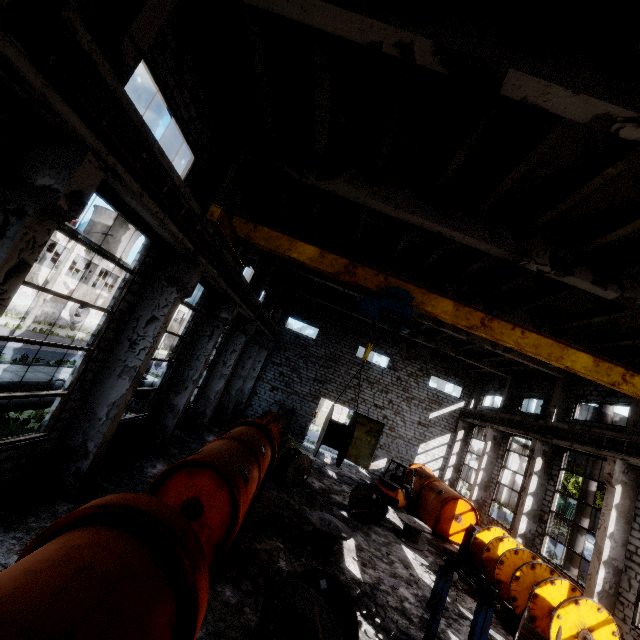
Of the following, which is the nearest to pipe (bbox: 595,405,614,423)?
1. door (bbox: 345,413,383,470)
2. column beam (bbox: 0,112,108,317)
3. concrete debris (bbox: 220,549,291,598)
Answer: door (bbox: 345,413,383,470)

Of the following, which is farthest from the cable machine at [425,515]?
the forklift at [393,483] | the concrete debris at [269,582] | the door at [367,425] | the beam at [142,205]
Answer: the beam at [142,205]

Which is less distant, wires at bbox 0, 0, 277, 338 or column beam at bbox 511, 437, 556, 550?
wires at bbox 0, 0, 277, 338

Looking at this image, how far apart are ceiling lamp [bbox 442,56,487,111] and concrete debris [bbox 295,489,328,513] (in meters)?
13.40

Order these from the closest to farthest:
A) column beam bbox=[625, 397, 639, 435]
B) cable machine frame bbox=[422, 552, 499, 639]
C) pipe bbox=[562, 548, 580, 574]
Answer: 1. cable machine frame bbox=[422, 552, 499, 639]
2. column beam bbox=[625, 397, 639, 435]
3. pipe bbox=[562, 548, 580, 574]

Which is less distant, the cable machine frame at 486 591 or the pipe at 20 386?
the cable machine frame at 486 591

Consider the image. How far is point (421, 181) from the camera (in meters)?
9.02

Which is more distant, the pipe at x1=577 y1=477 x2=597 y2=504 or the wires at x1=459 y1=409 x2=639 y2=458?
the pipe at x1=577 y1=477 x2=597 y2=504
